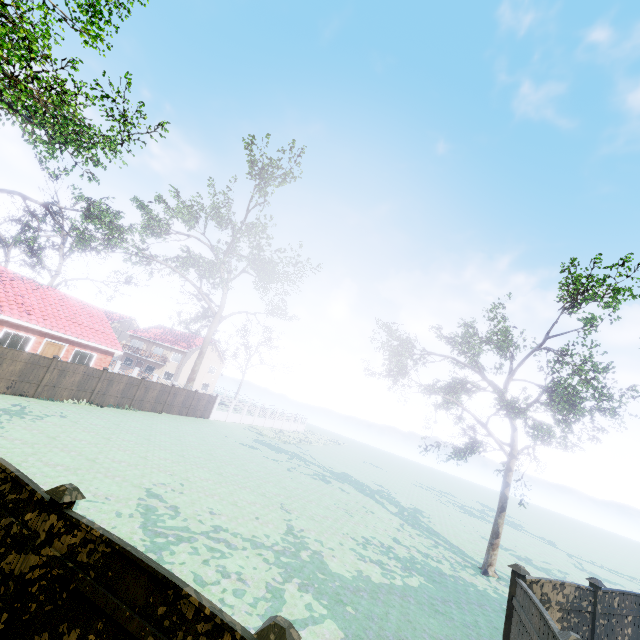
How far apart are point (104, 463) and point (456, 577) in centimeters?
1479cm

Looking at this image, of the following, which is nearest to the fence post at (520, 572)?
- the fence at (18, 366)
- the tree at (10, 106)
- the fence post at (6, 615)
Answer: the fence at (18, 366)

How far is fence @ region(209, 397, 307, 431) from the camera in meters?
34.8

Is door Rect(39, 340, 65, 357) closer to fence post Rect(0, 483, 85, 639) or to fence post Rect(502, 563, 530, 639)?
fence post Rect(0, 483, 85, 639)

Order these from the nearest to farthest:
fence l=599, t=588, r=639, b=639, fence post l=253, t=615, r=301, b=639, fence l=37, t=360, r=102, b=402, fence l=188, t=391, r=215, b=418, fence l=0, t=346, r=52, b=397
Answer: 1. fence post l=253, t=615, r=301, b=639
2. fence l=599, t=588, r=639, b=639
3. fence l=0, t=346, r=52, b=397
4. fence l=37, t=360, r=102, b=402
5. fence l=188, t=391, r=215, b=418

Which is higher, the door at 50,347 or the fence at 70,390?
the door at 50,347

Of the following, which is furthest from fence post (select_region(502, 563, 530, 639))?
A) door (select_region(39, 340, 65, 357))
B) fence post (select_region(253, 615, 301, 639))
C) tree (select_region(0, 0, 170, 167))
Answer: door (select_region(39, 340, 65, 357))

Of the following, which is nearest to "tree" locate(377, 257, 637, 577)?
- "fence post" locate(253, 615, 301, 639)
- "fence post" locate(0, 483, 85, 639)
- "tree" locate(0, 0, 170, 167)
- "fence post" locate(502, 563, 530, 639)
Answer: "fence post" locate(502, 563, 530, 639)
